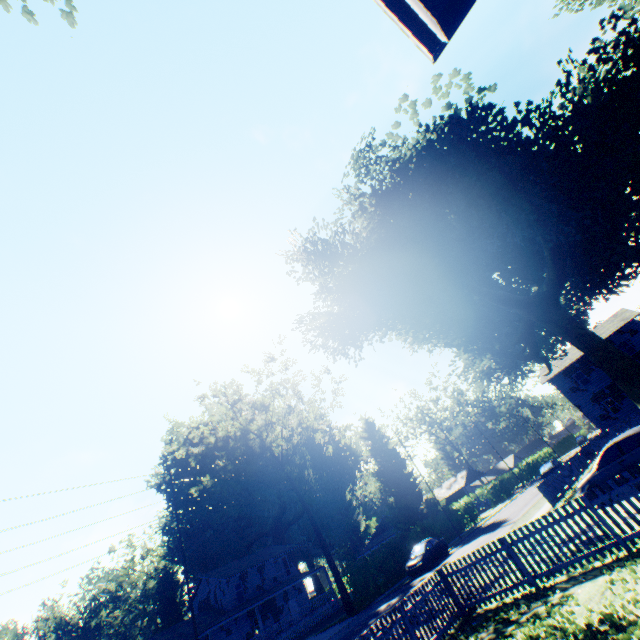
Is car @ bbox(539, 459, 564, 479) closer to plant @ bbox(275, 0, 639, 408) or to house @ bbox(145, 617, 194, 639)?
plant @ bbox(275, 0, 639, 408)

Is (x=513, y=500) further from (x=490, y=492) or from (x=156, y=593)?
(x=156, y=593)

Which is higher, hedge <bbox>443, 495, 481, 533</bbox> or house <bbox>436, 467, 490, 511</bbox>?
house <bbox>436, 467, 490, 511</bbox>

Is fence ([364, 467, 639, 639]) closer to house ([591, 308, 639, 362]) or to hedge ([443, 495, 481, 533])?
hedge ([443, 495, 481, 533])

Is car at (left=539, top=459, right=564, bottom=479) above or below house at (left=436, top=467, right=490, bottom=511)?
below

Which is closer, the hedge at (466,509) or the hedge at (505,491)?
the hedge at (466,509)

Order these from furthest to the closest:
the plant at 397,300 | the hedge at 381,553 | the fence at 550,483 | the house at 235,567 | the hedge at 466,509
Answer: the hedge at 466,509
the house at 235,567
the hedge at 381,553
the fence at 550,483
the plant at 397,300

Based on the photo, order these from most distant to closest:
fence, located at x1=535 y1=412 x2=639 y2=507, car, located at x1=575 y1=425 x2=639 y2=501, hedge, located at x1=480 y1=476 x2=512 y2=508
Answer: hedge, located at x1=480 y1=476 x2=512 y2=508
fence, located at x1=535 y1=412 x2=639 y2=507
car, located at x1=575 y1=425 x2=639 y2=501
